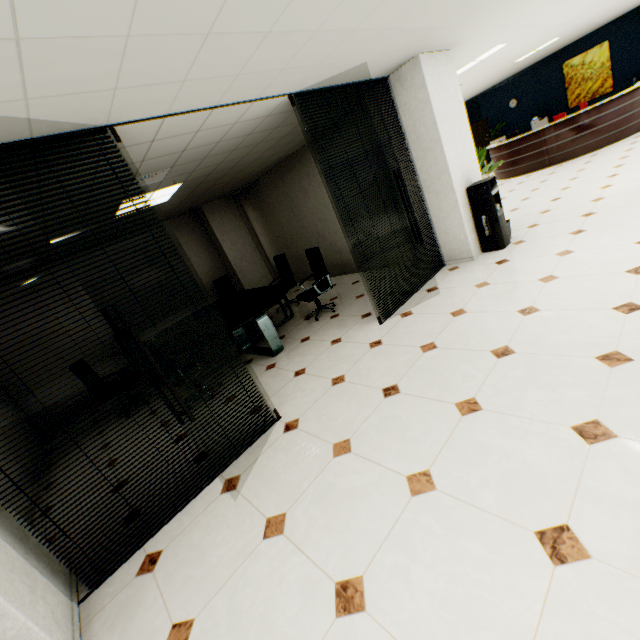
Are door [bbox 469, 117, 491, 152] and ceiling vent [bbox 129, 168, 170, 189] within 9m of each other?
no

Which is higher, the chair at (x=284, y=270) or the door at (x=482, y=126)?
the door at (x=482, y=126)

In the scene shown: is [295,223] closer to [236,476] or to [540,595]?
[236,476]

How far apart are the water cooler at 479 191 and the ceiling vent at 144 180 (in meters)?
4.37

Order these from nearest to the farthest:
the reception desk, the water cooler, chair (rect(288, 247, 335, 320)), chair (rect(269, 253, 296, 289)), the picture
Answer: the water cooler
chair (rect(288, 247, 335, 320))
chair (rect(269, 253, 296, 289))
the reception desk
the picture

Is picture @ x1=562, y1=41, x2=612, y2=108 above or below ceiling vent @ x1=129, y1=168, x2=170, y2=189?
below

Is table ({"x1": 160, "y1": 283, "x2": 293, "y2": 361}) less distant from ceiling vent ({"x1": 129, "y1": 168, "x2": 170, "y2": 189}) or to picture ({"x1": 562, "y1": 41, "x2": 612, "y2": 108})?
ceiling vent ({"x1": 129, "y1": 168, "x2": 170, "y2": 189})

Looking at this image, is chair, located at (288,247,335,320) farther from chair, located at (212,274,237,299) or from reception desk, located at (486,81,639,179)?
reception desk, located at (486,81,639,179)
